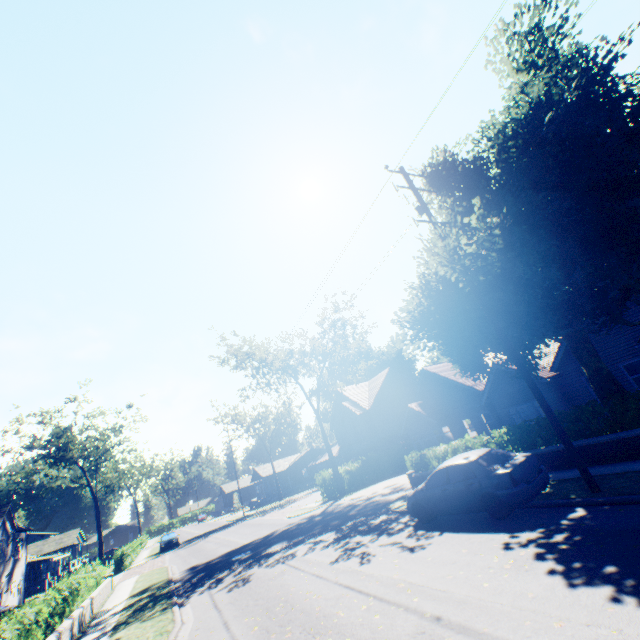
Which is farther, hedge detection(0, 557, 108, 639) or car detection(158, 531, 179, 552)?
car detection(158, 531, 179, 552)

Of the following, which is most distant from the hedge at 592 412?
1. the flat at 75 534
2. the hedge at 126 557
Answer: the flat at 75 534

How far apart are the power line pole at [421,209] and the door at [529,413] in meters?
14.0

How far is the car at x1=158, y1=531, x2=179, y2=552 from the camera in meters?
Answer: 34.6 m

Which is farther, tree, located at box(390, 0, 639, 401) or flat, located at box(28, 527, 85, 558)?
flat, located at box(28, 527, 85, 558)

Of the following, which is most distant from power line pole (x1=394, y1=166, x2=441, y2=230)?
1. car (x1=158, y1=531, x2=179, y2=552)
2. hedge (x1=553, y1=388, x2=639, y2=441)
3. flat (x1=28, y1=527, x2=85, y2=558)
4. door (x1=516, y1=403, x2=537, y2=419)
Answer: flat (x1=28, y1=527, x2=85, y2=558)

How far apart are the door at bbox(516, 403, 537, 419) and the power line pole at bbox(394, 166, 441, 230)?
14.03m

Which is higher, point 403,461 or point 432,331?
point 432,331
